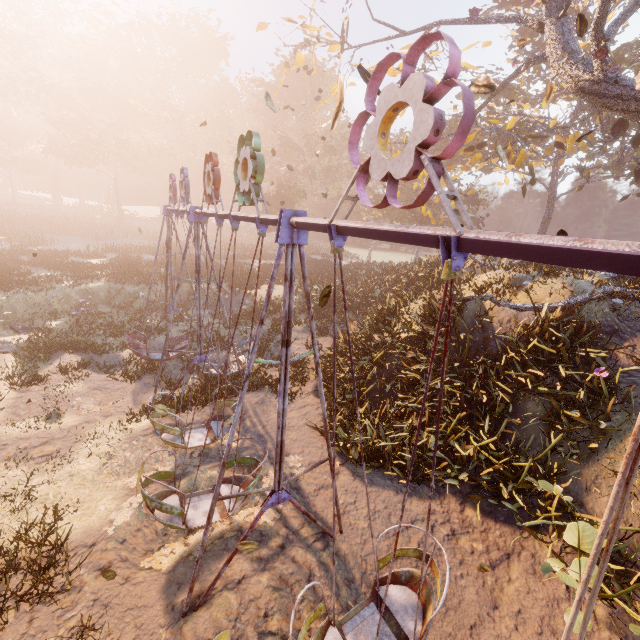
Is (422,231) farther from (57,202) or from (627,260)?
(57,202)

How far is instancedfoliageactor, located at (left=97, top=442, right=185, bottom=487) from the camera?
7.78m

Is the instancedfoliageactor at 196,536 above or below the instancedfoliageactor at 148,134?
below

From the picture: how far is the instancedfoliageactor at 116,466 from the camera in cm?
778

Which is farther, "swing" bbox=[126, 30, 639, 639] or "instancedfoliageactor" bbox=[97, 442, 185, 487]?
"instancedfoliageactor" bbox=[97, 442, 185, 487]

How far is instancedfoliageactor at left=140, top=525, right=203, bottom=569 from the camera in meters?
6.1 m

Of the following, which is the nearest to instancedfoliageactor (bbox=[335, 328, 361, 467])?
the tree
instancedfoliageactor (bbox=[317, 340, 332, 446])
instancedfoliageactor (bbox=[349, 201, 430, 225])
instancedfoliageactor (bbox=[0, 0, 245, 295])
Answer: instancedfoliageactor (bbox=[317, 340, 332, 446])

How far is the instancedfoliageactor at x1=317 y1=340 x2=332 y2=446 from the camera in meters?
9.7 m
